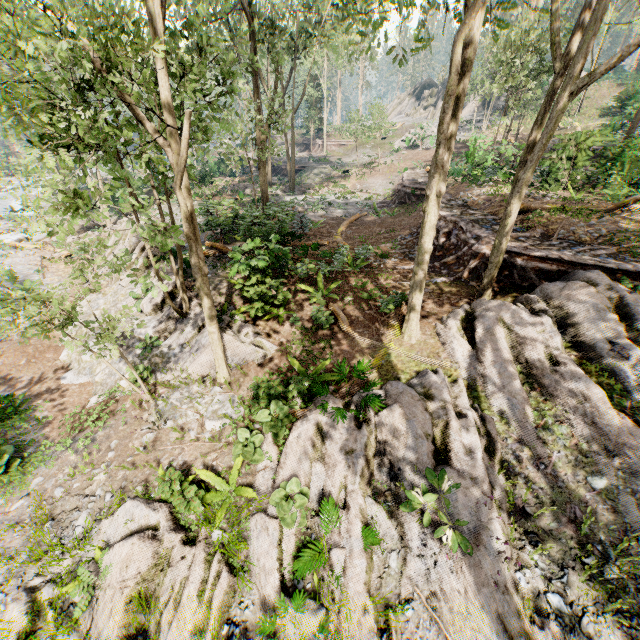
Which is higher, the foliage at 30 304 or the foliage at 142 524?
the foliage at 30 304

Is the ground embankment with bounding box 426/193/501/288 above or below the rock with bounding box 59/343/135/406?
above

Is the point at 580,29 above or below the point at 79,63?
above

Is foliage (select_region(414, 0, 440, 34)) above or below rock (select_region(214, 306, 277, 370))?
above

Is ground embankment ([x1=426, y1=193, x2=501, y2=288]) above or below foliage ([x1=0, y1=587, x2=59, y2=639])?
above

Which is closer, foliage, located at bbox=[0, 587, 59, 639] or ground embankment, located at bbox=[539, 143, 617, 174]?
foliage, located at bbox=[0, 587, 59, 639]

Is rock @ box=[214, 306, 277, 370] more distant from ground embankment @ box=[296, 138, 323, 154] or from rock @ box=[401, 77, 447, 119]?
rock @ box=[401, 77, 447, 119]

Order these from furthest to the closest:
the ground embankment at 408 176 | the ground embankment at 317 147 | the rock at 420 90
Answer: the rock at 420 90, the ground embankment at 317 147, the ground embankment at 408 176
